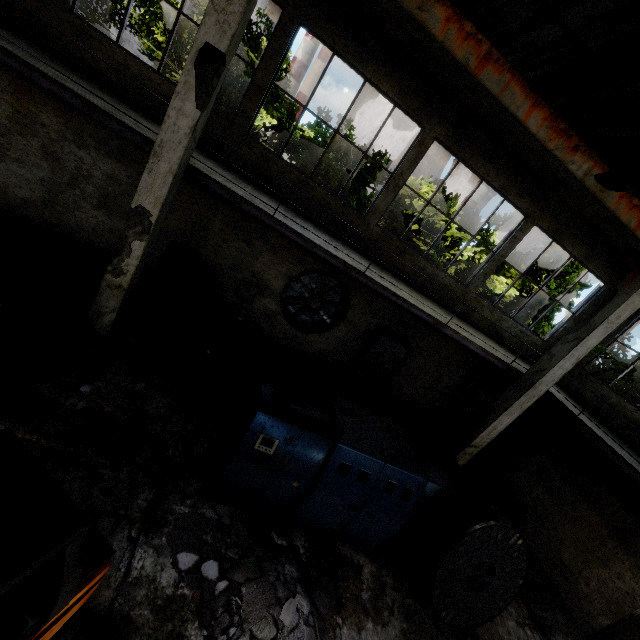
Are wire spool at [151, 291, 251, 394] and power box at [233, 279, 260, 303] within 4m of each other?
yes

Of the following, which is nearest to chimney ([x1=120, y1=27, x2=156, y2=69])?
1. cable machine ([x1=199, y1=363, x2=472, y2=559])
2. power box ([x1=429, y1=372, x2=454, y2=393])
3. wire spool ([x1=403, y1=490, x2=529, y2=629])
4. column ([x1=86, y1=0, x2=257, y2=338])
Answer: column ([x1=86, y1=0, x2=257, y2=338])

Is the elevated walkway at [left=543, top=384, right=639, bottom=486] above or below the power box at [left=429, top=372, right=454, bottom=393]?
above

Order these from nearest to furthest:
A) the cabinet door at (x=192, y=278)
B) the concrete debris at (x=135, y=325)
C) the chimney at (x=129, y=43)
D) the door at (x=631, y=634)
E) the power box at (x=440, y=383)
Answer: the concrete debris at (x=135, y=325) < the door at (x=631, y=634) < the cabinet door at (x=192, y=278) < the power box at (x=440, y=383) < the chimney at (x=129, y=43)

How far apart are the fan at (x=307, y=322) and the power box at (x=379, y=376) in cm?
89

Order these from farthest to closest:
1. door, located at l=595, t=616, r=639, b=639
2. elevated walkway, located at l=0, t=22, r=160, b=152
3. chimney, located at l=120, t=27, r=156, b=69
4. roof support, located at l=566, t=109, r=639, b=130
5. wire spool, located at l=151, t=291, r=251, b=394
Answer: chimney, located at l=120, t=27, r=156, b=69
door, located at l=595, t=616, r=639, b=639
wire spool, located at l=151, t=291, r=251, b=394
elevated walkway, located at l=0, t=22, r=160, b=152
roof support, located at l=566, t=109, r=639, b=130

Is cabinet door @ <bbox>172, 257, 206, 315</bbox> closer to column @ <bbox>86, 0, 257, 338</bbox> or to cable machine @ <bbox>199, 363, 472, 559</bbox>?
column @ <bbox>86, 0, 257, 338</bbox>

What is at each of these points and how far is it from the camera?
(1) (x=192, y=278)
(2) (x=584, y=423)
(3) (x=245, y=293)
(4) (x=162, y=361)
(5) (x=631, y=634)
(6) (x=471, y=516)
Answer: (1) cabinet door, 8.7 meters
(2) elevated walkway, 7.8 meters
(3) power box, 9.7 meters
(4) wire spool, 6.6 meters
(5) door, 7.5 meters
(6) wire spool, 6.0 meters
